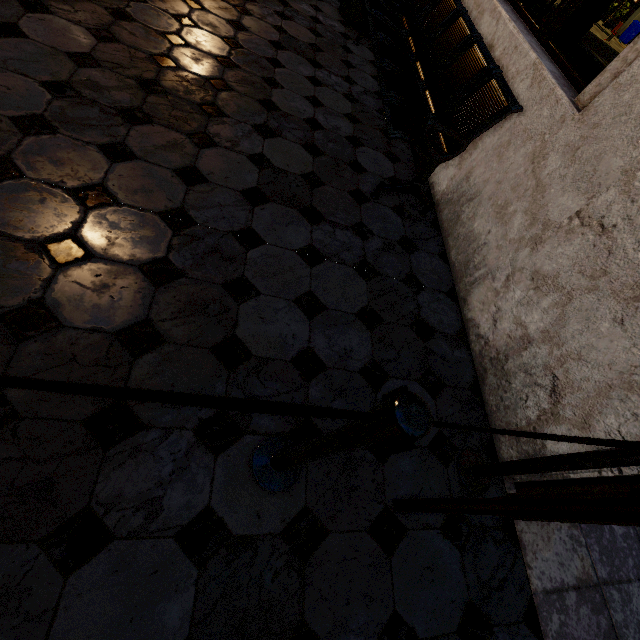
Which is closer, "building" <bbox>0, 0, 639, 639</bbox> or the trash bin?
"building" <bbox>0, 0, 639, 639</bbox>

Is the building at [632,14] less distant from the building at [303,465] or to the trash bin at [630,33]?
the trash bin at [630,33]

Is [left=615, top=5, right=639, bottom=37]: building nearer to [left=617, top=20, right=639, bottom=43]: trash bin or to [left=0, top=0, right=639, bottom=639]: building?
[left=617, top=20, right=639, bottom=43]: trash bin

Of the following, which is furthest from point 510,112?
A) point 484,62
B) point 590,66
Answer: point 590,66

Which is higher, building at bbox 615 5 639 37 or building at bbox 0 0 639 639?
building at bbox 615 5 639 37

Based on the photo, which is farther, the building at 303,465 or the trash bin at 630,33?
the trash bin at 630,33

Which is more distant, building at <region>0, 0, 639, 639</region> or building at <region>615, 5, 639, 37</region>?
building at <region>615, 5, 639, 37</region>
